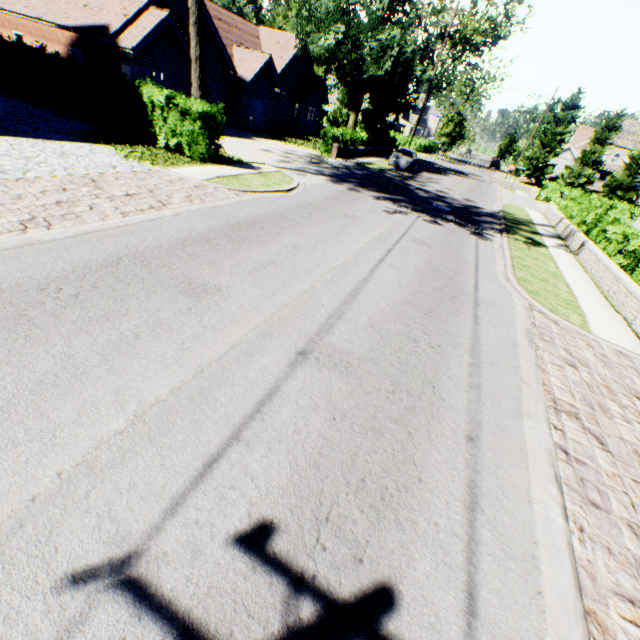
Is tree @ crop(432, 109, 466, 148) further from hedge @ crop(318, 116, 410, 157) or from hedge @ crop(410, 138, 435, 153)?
hedge @ crop(410, 138, 435, 153)

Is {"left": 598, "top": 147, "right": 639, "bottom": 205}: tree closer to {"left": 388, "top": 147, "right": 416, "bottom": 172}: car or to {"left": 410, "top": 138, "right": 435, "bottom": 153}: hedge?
{"left": 410, "top": 138, "right": 435, "bottom": 153}: hedge

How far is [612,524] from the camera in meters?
3.8 m

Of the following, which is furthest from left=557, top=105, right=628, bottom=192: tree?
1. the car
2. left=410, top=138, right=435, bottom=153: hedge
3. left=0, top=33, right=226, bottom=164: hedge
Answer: the car

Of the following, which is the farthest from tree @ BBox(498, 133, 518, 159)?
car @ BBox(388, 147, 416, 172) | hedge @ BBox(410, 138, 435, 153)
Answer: car @ BBox(388, 147, 416, 172)

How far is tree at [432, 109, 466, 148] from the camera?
48.1 meters

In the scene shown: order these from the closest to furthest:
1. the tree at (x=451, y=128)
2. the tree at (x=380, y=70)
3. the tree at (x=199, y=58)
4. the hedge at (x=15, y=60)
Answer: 1. the tree at (x=199, y=58)
2. the hedge at (x=15, y=60)
3. the tree at (x=380, y=70)
4. the tree at (x=451, y=128)

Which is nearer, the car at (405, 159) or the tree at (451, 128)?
the car at (405, 159)
